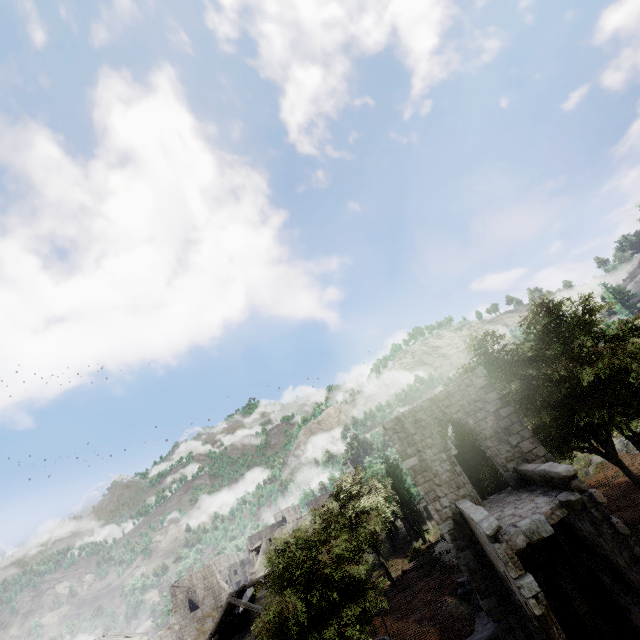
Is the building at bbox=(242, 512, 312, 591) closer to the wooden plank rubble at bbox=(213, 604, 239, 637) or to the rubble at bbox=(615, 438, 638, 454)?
the wooden plank rubble at bbox=(213, 604, 239, 637)

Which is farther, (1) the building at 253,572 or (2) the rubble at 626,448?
(1) the building at 253,572

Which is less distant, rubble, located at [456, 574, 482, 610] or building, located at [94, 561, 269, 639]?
rubble, located at [456, 574, 482, 610]

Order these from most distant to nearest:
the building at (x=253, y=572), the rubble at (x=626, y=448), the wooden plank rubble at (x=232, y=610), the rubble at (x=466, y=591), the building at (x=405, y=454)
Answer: the building at (x=253, y=572) < the wooden plank rubble at (x=232, y=610) < the rubble at (x=626, y=448) < the rubble at (x=466, y=591) < the building at (x=405, y=454)

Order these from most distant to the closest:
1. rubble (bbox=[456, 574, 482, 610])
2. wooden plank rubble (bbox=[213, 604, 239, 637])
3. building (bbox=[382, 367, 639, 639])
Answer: wooden plank rubble (bbox=[213, 604, 239, 637])
rubble (bbox=[456, 574, 482, 610])
building (bbox=[382, 367, 639, 639])

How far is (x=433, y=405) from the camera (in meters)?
16.67

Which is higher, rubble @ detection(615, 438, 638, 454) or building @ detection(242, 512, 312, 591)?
building @ detection(242, 512, 312, 591)
